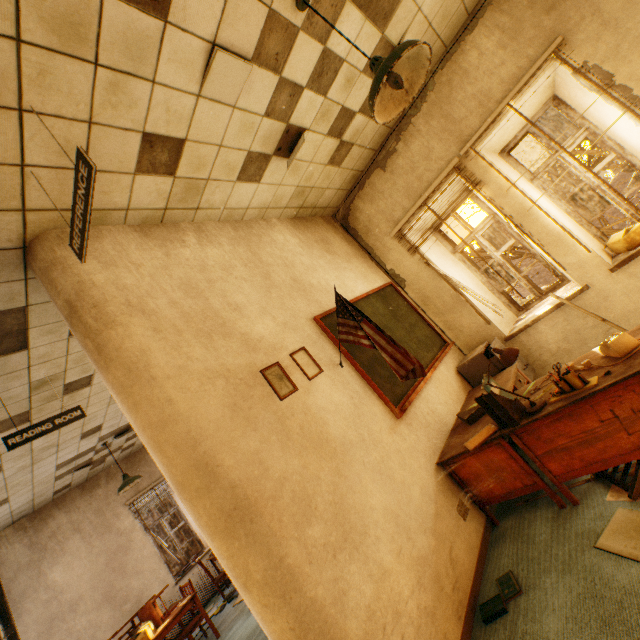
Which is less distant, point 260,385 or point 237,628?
point 260,385

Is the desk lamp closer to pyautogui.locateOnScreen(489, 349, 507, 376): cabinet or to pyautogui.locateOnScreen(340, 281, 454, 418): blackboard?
pyautogui.locateOnScreen(340, 281, 454, 418): blackboard

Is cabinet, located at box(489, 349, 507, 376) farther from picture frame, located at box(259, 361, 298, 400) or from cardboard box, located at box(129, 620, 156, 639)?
cardboard box, located at box(129, 620, 156, 639)

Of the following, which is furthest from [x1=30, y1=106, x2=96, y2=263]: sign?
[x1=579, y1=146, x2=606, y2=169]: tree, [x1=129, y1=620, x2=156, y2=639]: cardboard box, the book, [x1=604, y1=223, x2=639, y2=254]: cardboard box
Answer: [x1=579, y1=146, x2=606, y2=169]: tree

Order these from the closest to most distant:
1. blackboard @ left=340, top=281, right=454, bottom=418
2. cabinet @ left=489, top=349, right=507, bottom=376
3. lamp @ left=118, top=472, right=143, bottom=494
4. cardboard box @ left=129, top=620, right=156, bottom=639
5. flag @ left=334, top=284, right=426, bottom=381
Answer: flag @ left=334, top=284, right=426, bottom=381
blackboard @ left=340, top=281, right=454, bottom=418
cabinet @ left=489, top=349, right=507, bottom=376
cardboard box @ left=129, top=620, right=156, bottom=639
lamp @ left=118, top=472, right=143, bottom=494

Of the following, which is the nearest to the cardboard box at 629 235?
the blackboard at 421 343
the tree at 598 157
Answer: the blackboard at 421 343

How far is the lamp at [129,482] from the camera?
6.1m

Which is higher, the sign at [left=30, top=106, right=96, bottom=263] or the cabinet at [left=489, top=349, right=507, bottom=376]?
the sign at [left=30, top=106, right=96, bottom=263]
